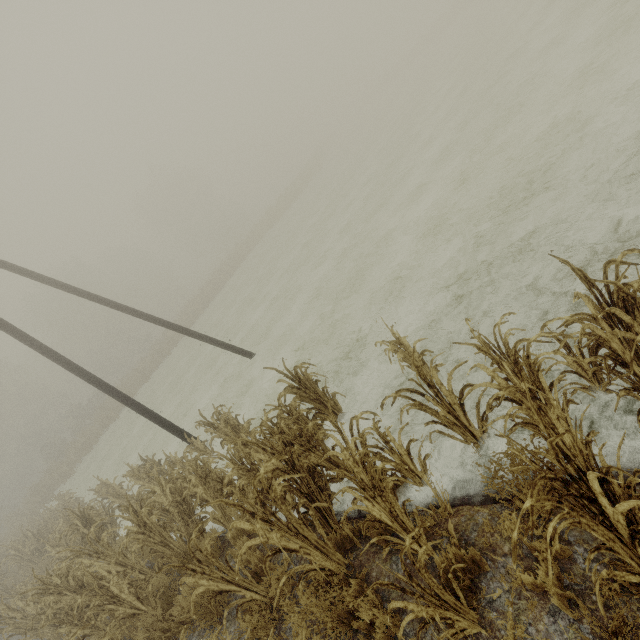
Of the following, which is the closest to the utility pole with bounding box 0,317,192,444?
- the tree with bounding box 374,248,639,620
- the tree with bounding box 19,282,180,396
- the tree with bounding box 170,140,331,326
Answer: the tree with bounding box 374,248,639,620

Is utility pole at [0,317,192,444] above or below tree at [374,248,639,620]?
above

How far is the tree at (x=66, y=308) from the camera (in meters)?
32.50

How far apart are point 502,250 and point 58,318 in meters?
52.8 m

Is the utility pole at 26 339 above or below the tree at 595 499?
above

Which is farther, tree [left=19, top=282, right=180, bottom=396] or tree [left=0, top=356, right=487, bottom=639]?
tree [left=19, top=282, right=180, bottom=396]

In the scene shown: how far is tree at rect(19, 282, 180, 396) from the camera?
32.50m

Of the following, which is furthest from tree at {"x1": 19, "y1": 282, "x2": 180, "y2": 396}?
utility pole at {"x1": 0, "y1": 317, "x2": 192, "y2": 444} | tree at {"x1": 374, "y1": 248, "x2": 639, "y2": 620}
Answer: utility pole at {"x1": 0, "y1": 317, "x2": 192, "y2": 444}
